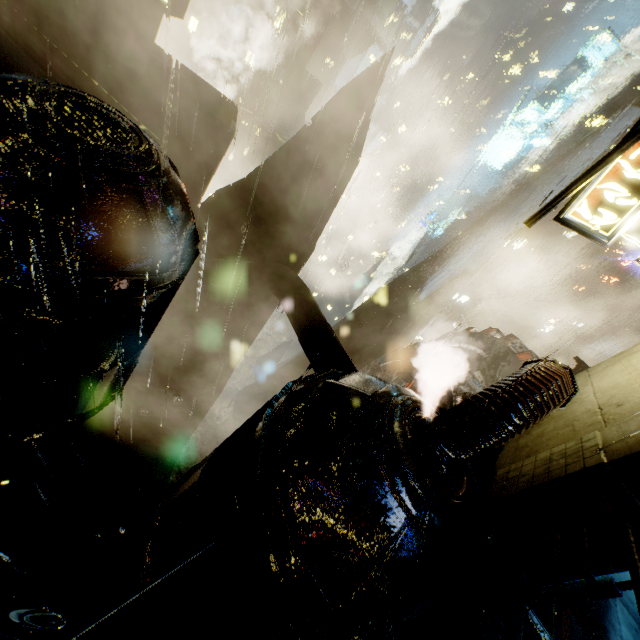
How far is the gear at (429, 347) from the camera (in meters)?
14.80

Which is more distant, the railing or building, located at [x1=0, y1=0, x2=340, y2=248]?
building, located at [x1=0, y1=0, x2=340, y2=248]

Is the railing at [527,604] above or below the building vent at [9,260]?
above

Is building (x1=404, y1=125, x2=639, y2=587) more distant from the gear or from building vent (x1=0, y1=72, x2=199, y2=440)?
the gear

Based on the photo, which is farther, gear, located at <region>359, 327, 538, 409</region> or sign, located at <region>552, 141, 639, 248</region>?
gear, located at <region>359, 327, 538, 409</region>

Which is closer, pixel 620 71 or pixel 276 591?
pixel 276 591

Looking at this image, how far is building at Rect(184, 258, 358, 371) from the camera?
11.36m

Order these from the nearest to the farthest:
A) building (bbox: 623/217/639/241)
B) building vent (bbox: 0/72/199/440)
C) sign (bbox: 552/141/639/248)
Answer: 1. building vent (bbox: 0/72/199/440)
2. sign (bbox: 552/141/639/248)
3. building (bbox: 623/217/639/241)
